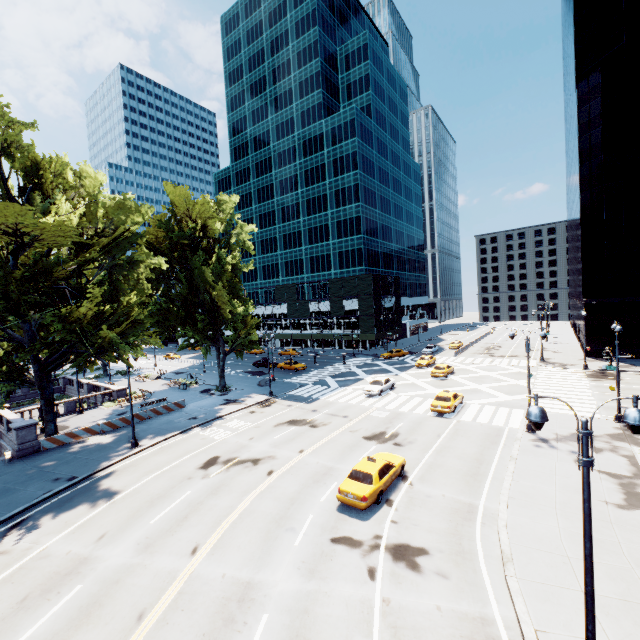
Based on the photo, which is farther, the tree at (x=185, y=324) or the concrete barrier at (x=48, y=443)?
the concrete barrier at (x=48, y=443)

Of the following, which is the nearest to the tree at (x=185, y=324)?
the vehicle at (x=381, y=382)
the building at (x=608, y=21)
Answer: the vehicle at (x=381, y=382)

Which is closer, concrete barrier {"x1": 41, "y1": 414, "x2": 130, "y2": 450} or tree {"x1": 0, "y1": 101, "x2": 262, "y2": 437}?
tree {"x1": 0, "y1": 101, "x2": 262, "y2": 437}

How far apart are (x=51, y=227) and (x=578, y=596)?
29.7m

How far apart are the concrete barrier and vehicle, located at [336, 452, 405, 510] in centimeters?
2306cm

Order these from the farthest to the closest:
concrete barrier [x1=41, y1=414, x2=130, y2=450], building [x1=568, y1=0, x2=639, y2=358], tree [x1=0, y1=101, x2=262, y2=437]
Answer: building [x1=568, y1=0, x2=639, y2=358]
concrete barrier [x1=41, y1=414, x2=130, y2=450]
tree [x1=0, y1=101, x2=262, y2=437]

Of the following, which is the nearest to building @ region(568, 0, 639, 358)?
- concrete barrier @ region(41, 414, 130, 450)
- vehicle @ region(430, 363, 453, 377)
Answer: vehicle @ region(430, 363, 453, 377)

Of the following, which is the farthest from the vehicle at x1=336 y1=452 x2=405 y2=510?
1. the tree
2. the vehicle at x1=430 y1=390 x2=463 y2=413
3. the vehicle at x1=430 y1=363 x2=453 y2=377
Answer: the vehicle at x1=430 y1=363 x2=453 y2=377
